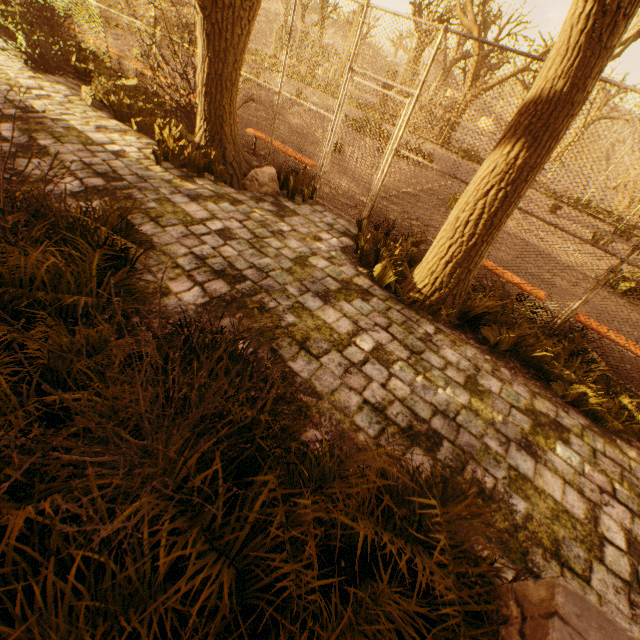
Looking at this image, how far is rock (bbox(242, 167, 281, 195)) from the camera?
5.8m

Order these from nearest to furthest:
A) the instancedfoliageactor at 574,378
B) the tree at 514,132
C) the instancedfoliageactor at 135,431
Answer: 1. the instancedfoliageactor at 135,431
2. the tree at 514,132
3. the instancedfoliageactor at 574,378

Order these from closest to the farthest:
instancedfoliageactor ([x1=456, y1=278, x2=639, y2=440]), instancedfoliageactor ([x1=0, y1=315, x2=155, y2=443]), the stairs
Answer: the stairs
instancedfoliageactor ([x1=0, y1=315, x2=155, y2=443])
instancedfoliageactor ([x1=456, y1=278, x2=639, y2=440])

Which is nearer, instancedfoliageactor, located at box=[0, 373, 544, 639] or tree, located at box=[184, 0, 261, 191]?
instancedfoliageactor, located at box=[0, 373, 544, 639]

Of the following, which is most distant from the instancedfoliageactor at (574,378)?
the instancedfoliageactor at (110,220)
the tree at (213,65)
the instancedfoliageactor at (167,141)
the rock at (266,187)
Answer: the instancedfoliageactor at (167,141)

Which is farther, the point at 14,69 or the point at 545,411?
the point at 14,69

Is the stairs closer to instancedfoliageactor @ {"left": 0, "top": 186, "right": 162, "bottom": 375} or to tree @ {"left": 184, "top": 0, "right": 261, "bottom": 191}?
instancedfoliageactor @ {"left": 0, "top": 186, "right": 162, "bottom": 375}

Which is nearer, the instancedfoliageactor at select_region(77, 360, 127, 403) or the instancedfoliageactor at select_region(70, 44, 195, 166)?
the instancedfoliageactor at select_region(77, 360, 127, 403)
